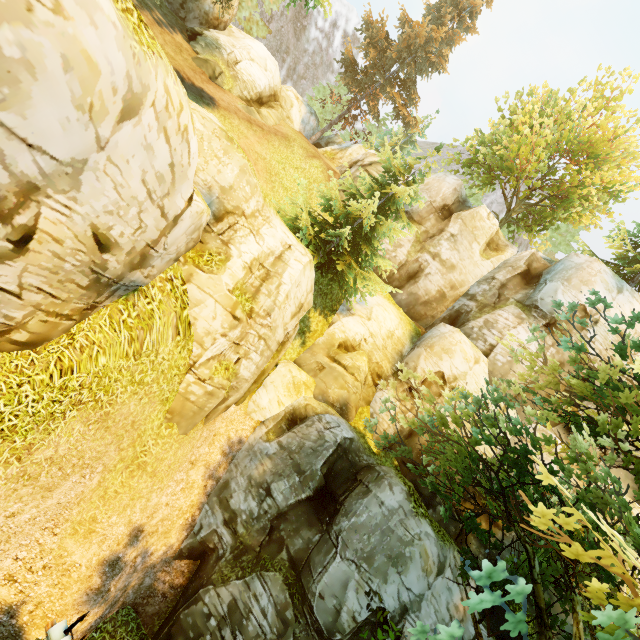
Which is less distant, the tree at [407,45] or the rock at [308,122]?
the tree at [407,45]

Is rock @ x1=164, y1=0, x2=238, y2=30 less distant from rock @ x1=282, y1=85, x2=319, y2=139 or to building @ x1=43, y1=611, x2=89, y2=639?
rock @ x1=282, y1=85, x2=319, y2=139

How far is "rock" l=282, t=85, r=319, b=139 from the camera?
29.0 meters

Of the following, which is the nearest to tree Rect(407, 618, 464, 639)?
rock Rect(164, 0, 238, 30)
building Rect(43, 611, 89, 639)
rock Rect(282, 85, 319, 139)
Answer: rock Rect(282, 85, 319, 139)

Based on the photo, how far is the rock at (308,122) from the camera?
29.0 meters

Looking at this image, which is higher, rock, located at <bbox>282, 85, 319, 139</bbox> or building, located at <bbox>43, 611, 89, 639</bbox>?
rock, located at <bbox>282, 85, 319, 139</bbox>

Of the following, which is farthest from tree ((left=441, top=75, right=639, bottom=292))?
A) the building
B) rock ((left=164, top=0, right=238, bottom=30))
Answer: rock ((left=164, top=0, right=238, bottom=30))

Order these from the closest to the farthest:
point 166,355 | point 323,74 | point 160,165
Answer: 1. point 160,165
2. point 166,355
3. point 323,74
